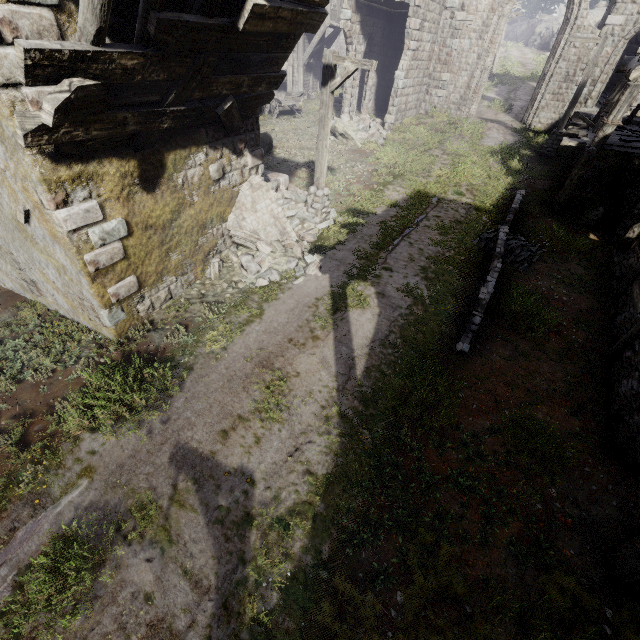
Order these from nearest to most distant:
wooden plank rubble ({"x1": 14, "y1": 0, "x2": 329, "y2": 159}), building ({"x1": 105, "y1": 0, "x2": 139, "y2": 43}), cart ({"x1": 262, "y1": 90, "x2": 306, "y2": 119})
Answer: wooden plank rubble ({"x1": 14, "y1": 0, "x2": 329, "y2": 159}) → building ({"x1": 105, "y1": 0, "x2": 139, "y2": 43}) → cart ({"x1": 262, "y1": 90, "x2": 306, "y2": 119})

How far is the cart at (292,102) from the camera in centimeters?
2180cm

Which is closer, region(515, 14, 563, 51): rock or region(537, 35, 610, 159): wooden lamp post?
region(537, 35, 610, 159): wooden lamp post

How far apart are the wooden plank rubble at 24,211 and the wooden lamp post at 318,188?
7.3m

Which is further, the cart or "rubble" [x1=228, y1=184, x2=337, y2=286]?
the cart

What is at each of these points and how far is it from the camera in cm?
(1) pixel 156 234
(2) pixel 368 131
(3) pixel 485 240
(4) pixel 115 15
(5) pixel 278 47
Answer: (1) building, 722
(2) rubble, 1816
(3) rubble, 1088
(4) building, 511
(5) wooden plank rubble, 684

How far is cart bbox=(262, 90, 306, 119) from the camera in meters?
21.8 m

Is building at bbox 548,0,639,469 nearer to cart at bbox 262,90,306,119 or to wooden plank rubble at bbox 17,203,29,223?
wooden plank rubble at bbox 17,203,29,223
